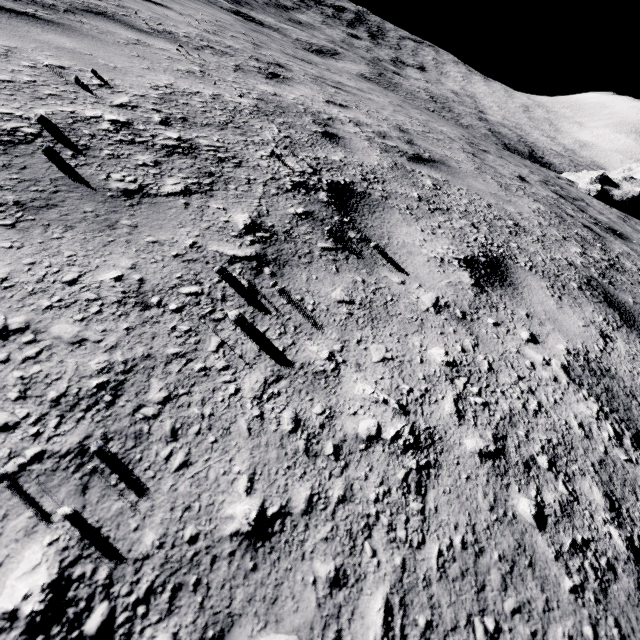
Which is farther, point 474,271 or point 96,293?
point 474,271
